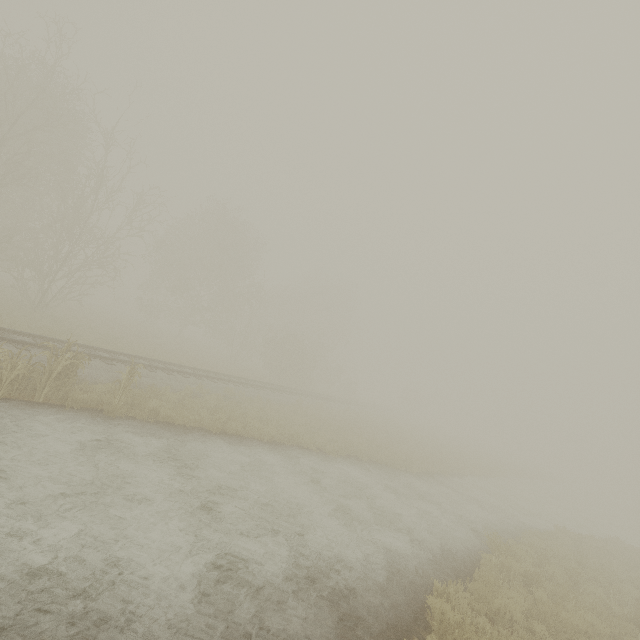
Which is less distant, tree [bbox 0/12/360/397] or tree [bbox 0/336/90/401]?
tree [bbox 0/336/90/401]

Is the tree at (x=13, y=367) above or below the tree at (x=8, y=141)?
below

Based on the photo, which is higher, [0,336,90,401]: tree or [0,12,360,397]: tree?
[0,12,360,397]: tree

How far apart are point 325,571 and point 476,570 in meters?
4.6 m

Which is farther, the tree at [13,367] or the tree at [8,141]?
the tree at [8,141]
